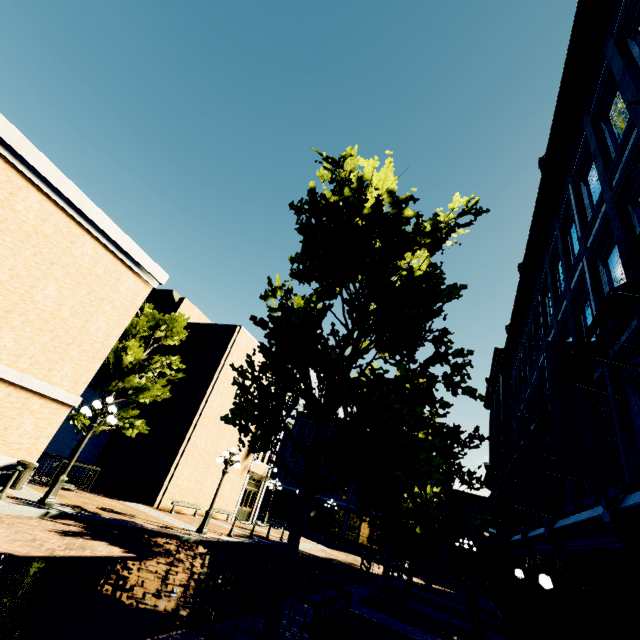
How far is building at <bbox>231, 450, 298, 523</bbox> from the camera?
24.58m

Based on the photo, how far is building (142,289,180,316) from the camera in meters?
25.9 m

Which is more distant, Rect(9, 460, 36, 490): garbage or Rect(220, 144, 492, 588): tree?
Rect(9, 460, 36, 490): garbage

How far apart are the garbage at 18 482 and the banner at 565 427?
15.9 meters

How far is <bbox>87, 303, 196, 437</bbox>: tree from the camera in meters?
16.7 m

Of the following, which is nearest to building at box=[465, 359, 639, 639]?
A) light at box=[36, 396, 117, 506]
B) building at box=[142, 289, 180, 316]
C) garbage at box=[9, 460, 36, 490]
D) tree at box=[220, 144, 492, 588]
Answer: building at box=[142, 289, 180, 316]

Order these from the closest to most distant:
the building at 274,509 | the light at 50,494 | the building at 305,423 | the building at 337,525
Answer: the light at 50,494 → the building at 274,509 → the building at 337,525 → the building at 305,423

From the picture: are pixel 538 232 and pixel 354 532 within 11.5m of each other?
no
